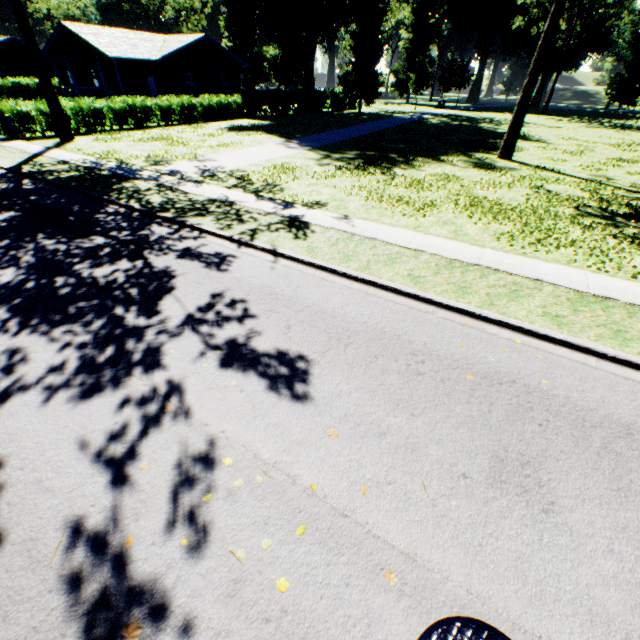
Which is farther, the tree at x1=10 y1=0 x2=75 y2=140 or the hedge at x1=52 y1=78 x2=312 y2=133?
the hedge at x1=52 y1=78 x2=312 y2=133

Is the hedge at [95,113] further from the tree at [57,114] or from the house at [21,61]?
the house at [21,61]

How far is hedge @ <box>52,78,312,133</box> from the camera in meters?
22.3

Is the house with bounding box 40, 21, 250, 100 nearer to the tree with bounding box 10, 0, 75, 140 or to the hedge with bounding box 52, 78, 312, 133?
the hedge with bounding box 52, 78, 312, 133

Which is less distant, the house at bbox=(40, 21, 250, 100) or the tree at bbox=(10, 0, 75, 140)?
the tree at bbox=(10, 0, 75, 140)

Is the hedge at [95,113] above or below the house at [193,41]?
below

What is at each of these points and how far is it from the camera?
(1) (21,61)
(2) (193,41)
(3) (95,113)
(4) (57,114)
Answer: (1) house, 44.6m
(2) house, 31.3m
(3) hedge, 22.5m
(4) tree, 19.0m
